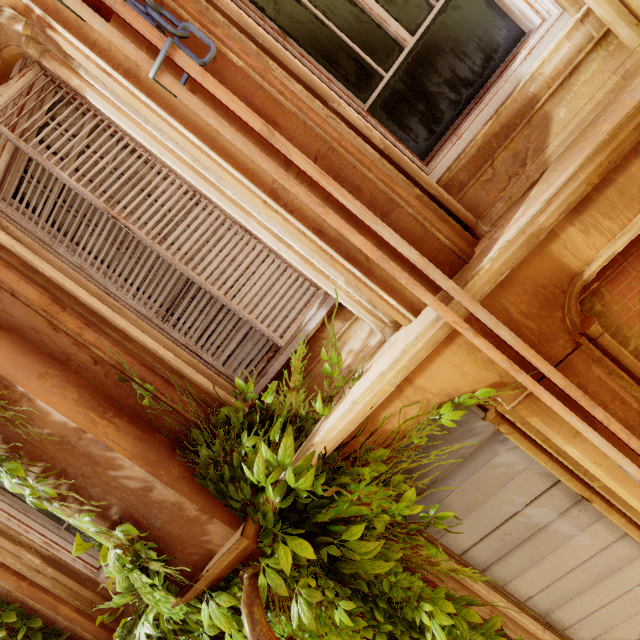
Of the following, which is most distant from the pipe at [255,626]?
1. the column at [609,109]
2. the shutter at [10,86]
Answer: the shutter at [10,86]

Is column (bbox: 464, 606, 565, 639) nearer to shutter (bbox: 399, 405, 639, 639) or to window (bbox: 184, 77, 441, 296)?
shutter (bbox: 399, 405, 639, 639)

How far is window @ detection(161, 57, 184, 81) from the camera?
1.92m

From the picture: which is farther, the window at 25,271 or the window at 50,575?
the window at 50,575

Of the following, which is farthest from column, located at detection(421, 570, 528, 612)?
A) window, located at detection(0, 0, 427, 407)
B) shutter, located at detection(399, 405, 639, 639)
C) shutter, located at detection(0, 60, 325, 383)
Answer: shutter, located at detection(0, 60, 325, 383)

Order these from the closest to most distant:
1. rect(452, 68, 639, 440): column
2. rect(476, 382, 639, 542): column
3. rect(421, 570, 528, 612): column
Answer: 1. rect(452, 68, 639, 440): column
2. rect(476, 382, 639, 542): column
3. rect(421, 570, 528, 612): column

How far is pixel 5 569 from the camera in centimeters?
331cm
